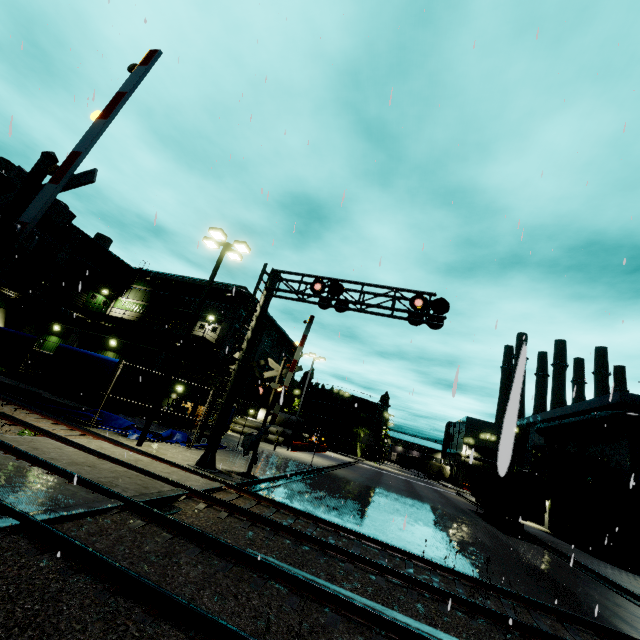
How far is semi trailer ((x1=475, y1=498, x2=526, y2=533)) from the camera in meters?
22.9 m

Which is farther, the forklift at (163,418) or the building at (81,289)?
the building at (81,289)

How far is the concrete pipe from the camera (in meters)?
36.50

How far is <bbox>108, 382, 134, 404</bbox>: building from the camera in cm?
2419

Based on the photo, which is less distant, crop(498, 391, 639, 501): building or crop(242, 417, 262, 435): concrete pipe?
crop(498, 391, 639, 501): building

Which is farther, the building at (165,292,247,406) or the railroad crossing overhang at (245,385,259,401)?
the building at (165,292,247,406)

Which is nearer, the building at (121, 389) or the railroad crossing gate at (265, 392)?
the railroad crossing gate at (265, 392)

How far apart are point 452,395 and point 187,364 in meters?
29.6
